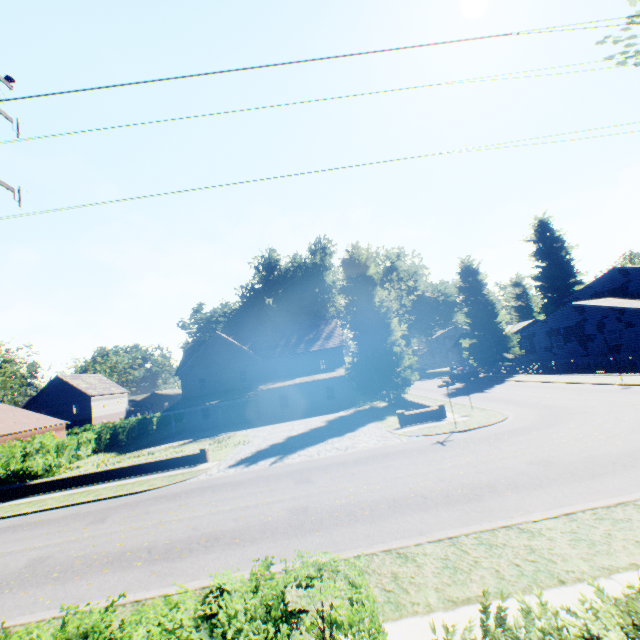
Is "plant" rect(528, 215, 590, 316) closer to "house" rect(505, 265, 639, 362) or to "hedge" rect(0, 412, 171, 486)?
"house" rect(505, 265, 639, 362)

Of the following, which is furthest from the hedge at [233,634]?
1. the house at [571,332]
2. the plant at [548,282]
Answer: the house at [571,332]

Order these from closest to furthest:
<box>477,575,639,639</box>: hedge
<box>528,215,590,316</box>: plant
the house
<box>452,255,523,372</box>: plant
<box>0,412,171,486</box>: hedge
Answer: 1. <box>477,575,639,639</box>: hedge
2. <box>0,412,171,486</box>: hedge
3. the house
4. <box>452,255,523,372</box>: plant
5. <box>528,215,590,316</box>: plant

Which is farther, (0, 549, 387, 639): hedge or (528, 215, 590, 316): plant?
(528, 215, 590, 316): plant

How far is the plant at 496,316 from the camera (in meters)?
39.47

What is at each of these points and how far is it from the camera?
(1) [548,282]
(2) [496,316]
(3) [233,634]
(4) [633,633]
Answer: (1) plant, 57.7 meters
(2) plant, 40.8 meters
(3) hedge, 3.3 meters
(4) hedge, 3.3 meters

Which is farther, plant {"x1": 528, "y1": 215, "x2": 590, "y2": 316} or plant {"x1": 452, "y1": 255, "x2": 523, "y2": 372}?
plant {"x1": 528, "y1": 215, "x2": 590, "y2": 316}
